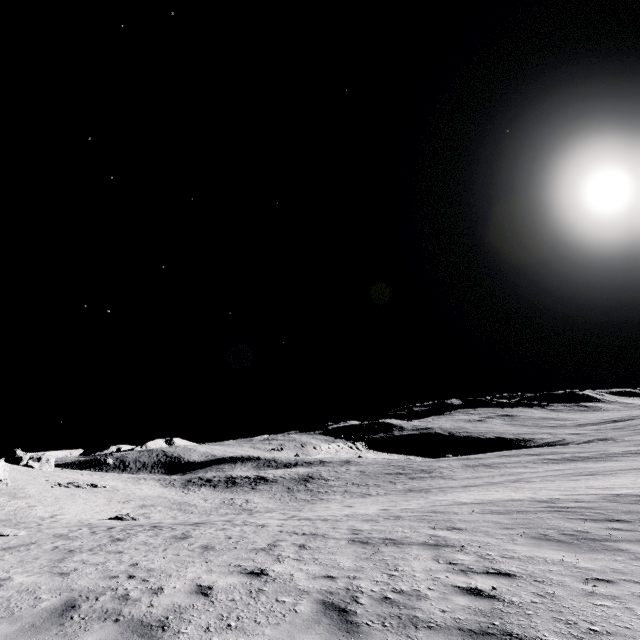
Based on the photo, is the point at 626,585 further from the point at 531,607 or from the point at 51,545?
the point at 51,545
